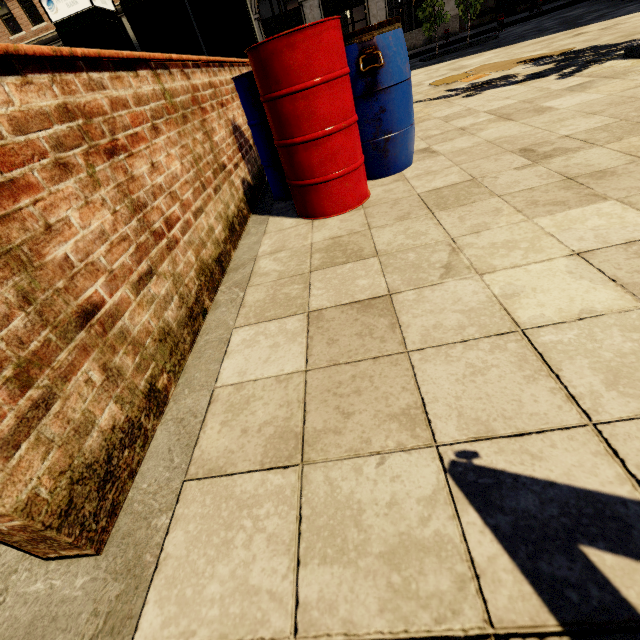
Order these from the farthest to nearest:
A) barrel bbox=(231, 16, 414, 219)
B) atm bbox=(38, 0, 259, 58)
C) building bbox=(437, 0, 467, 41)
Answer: building bbox=(437, 0, 467, 41) < atm bbox=(38, 0, 259, 58) < barrel bbox=(231, 16, 414, 219)

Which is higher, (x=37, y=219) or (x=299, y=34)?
(x=299, y=34)

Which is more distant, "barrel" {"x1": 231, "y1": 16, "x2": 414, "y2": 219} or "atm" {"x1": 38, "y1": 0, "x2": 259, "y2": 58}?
"atm" {"x1": 38, "y1": 0, "x2": 259, "y2": 58}

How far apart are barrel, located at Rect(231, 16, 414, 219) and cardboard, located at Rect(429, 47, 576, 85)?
3.7m

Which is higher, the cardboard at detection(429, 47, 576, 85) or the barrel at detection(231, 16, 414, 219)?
the barrel at detection(231, 16, 414, 219)

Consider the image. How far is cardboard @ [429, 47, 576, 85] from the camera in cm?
555

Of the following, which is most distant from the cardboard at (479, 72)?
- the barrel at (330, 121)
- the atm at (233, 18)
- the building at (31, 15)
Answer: the building at (31, 15)

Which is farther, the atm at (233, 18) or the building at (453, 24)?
the building at (453, 24)
